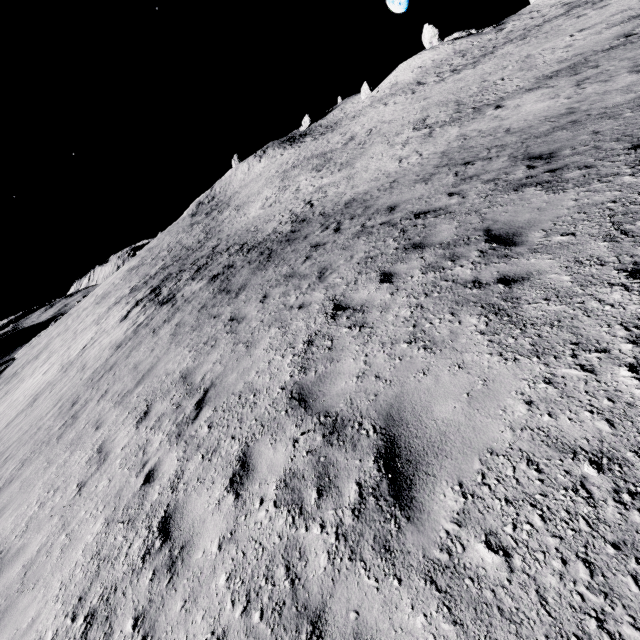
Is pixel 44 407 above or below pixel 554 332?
below
